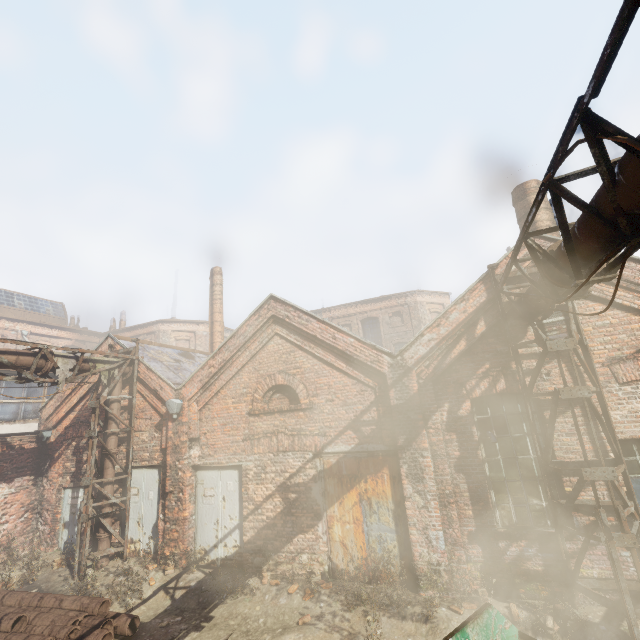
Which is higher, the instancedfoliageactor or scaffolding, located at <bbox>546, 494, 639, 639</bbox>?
scaffolding, located at <bbox>546, 494, 639, 639</bbox>

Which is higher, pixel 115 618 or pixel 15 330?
pixel 15 330

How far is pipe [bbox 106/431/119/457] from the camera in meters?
10.2

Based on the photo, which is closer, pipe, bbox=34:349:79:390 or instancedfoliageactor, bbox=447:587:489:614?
instancedfoliageactor, bbox=447:587:489:614

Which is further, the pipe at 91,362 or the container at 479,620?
the pipe at 91,362

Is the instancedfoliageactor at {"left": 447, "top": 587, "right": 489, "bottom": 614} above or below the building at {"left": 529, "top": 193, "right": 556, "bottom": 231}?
below

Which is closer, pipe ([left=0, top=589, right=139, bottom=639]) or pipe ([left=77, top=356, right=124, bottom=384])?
pipe ([left=0, top=589, right=139, bottom=639])

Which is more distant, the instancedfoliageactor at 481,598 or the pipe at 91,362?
the pipe at 91,362
